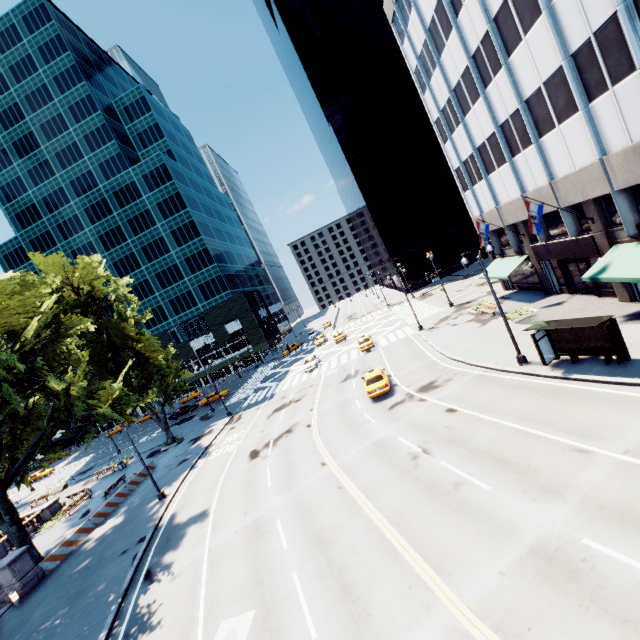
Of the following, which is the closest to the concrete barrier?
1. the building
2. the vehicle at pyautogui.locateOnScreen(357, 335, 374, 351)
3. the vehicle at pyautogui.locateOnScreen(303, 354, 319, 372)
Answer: the vehicle at pyautogui.locateOnScreen(303, 354, 319, 372)

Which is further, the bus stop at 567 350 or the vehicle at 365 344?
the vehicle at 365 344

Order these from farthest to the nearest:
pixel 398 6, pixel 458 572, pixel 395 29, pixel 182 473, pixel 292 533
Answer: pixel 395 29
pixel 398 6
pixel 182 473
pixel 292 533
pixel 458 572

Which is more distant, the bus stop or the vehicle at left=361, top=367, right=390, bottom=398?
the vehicle at left=361, top=367, right=390, bottom=398

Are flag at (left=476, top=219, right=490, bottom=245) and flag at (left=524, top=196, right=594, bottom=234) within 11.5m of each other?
yes

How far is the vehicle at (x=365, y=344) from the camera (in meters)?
38.31

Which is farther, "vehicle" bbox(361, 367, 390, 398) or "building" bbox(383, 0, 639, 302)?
"vehicle" bbox(361, 367, 390, 398)

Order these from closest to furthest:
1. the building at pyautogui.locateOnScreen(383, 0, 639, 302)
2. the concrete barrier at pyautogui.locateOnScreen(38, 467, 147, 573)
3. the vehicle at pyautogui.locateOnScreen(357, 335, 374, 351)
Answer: the building at pyautogui.locateOnScreen(383, 0, 639, 302) < the concrete barrier at pyautogui.locateOnScreen(38, 467, 147, 573) < the vehicle at pyautogui.locateOnScreen(357, 335, 374, 351)
